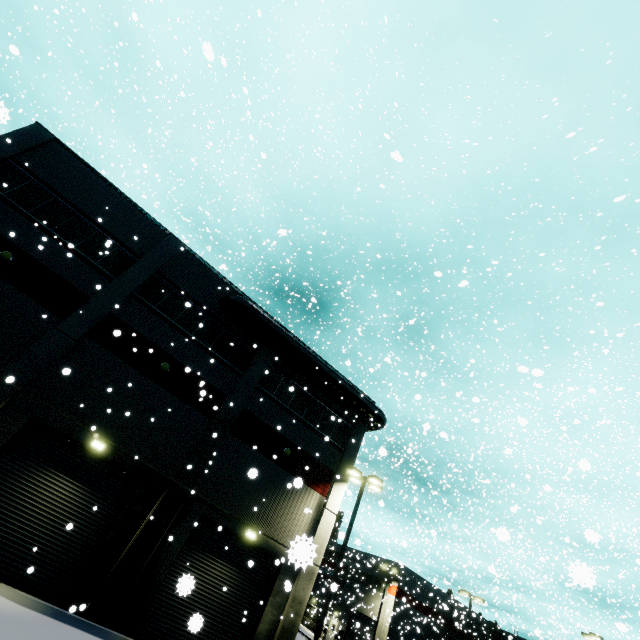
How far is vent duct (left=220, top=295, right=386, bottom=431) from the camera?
18.23m

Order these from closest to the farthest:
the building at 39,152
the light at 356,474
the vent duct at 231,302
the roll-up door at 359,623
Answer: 1. the building at 39,152
2. the light at 356,474
3. the vent duct at 231,302
4. the roll-up door at 359,623

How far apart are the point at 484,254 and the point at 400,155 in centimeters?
1929cm

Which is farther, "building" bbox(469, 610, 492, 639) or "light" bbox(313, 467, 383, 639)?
"building" bbox(469, 610, 492, 639)

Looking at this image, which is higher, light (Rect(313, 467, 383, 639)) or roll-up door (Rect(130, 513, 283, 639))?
light (Rect(313, 467, 383, 639))

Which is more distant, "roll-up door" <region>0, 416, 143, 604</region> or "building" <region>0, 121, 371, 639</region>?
"building" <region>0, 121, 371, 639</region>

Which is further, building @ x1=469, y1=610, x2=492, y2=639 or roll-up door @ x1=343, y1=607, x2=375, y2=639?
building @ x1=469, y1=610, x2=492, y2=639

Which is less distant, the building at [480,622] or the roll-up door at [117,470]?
the roll-up door at [117,470]
